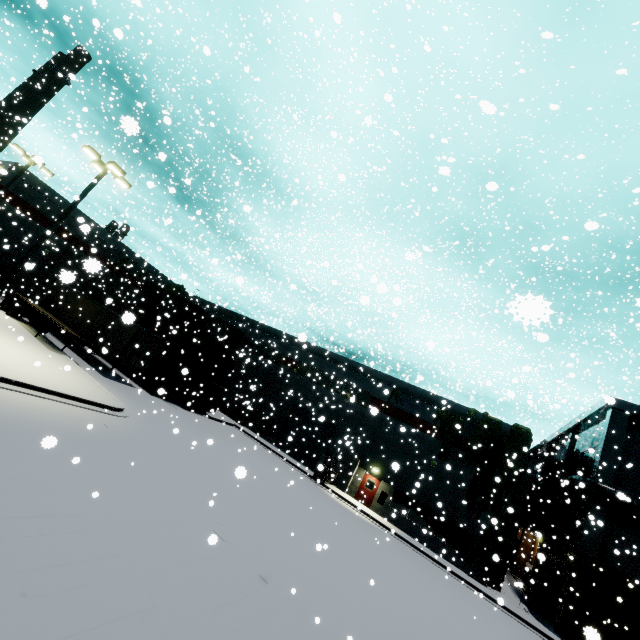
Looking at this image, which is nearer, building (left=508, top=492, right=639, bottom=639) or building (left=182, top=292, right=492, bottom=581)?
building (left=508, top=492, right=639, bottom=639)

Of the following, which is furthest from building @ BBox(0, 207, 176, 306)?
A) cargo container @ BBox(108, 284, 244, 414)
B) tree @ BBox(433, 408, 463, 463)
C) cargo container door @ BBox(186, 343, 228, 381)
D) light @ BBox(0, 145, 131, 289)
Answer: light @ BBox(0, 145, 131, 289)

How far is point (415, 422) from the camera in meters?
27.9 m

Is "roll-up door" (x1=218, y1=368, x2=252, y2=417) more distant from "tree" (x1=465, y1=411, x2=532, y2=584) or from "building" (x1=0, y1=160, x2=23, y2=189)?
"tree" (x1=465, y1=411, x2=532, y2=584)

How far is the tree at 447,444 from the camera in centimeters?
2581cm

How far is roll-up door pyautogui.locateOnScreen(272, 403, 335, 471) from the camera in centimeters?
2976cm

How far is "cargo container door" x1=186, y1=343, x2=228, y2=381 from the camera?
25.6m

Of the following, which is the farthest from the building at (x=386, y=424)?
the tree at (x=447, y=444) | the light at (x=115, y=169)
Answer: the light at (x=115, y=169)
